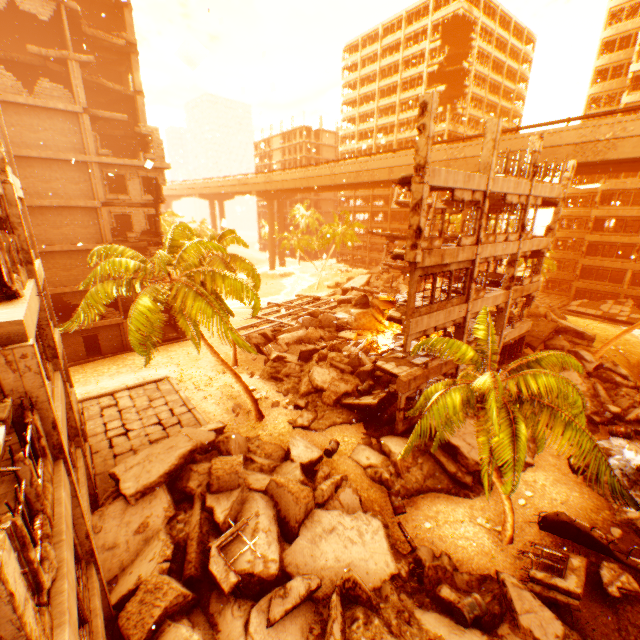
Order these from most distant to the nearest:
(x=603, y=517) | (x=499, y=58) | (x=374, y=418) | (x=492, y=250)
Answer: (x=499, y=58) < (x=374, y=418) < (x=492, y=250) < (x=603, y=517)

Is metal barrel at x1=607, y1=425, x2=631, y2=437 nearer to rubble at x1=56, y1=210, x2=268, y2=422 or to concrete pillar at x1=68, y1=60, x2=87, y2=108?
rubble at x1=56, y1=210, x2=268, y2=422

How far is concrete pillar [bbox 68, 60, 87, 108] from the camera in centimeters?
2167cm

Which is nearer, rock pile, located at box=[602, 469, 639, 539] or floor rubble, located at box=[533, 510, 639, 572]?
floor rubble, located at box=[533, 510, 639, 572]

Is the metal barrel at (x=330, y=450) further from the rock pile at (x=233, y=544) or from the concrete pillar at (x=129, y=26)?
the concrete pillar at (x=129, y=26)

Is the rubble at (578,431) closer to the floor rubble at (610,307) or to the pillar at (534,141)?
the pillar at (534,141)

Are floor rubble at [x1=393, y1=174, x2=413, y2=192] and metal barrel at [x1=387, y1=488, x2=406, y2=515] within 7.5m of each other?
no

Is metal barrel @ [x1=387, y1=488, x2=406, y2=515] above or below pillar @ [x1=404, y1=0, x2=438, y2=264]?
below
